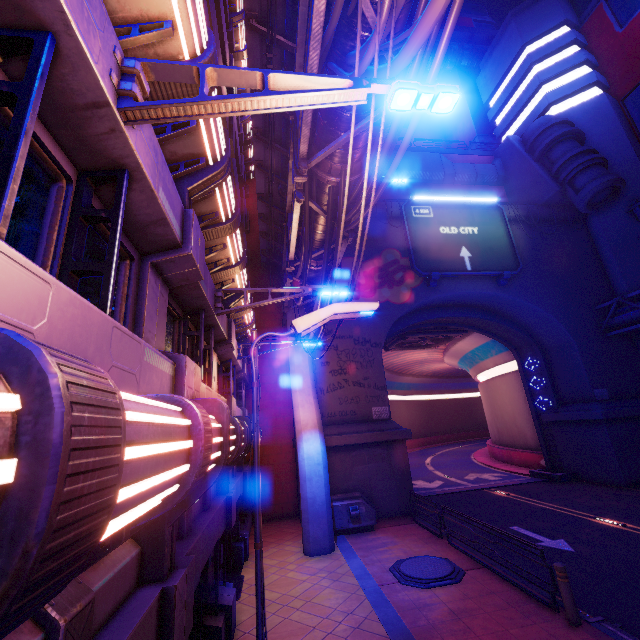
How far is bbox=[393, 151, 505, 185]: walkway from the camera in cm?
2584

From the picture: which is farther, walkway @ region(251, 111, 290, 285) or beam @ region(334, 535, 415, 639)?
walkway @ region(251, 111, 290, 285)

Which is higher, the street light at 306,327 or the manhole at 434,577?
the street light at 306,327

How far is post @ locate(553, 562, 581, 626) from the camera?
6.8 meters

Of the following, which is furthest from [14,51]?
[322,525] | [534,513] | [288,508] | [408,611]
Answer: [534,513]

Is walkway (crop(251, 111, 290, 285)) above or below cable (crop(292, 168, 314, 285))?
above

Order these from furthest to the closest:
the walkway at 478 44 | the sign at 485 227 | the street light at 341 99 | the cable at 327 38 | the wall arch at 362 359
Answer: the walkway at 478 44, the sign at 485 227, the wall arch at 362 359, the cable at 327 38, the street light at 341 99

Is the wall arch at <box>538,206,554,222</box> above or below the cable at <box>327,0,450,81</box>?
above
